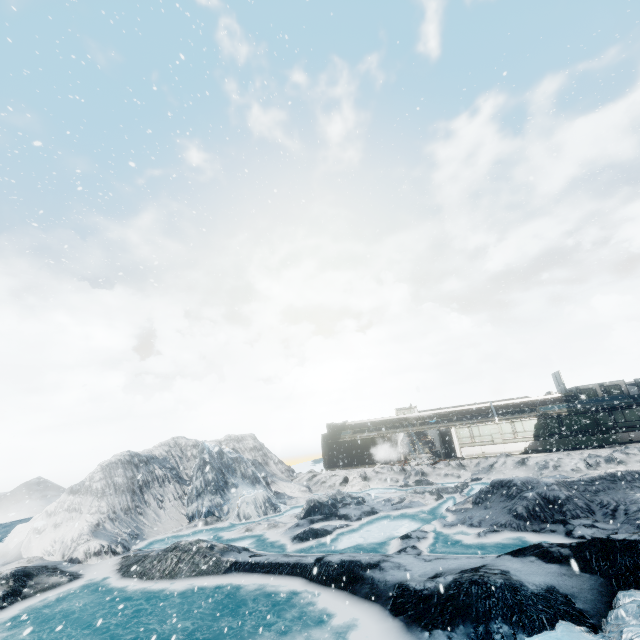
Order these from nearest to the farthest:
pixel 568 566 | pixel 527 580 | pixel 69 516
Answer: pixel 527 580
pixel 568 566
pixel 69 516
